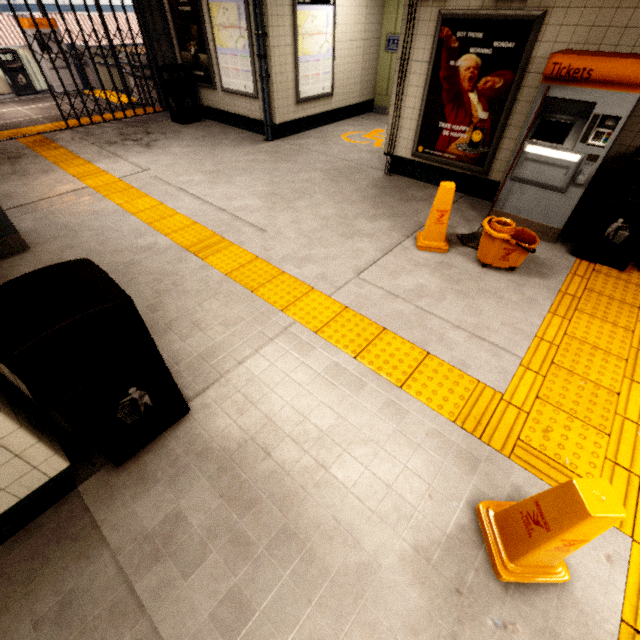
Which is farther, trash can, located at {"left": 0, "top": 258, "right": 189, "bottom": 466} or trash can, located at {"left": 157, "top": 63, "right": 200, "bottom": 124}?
trash can, located at {"left": 157, "top": 63, "right": 200, "bottom": 124}

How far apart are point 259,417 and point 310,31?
7.9 meters

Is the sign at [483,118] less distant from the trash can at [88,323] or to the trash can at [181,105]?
the trash can at [88,323]

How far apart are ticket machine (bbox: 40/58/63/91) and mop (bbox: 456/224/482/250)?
14.5m

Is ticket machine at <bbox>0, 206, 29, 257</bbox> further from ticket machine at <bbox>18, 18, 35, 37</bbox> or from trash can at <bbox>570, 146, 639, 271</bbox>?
ticket machine at <bbox>18, 18, 35, 37</bbox>

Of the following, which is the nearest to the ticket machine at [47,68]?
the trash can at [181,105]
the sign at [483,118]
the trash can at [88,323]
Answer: the trash can at [181,105]

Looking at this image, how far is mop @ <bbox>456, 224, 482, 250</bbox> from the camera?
4.1 meters

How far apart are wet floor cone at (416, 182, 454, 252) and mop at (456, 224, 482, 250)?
0.2 meters
